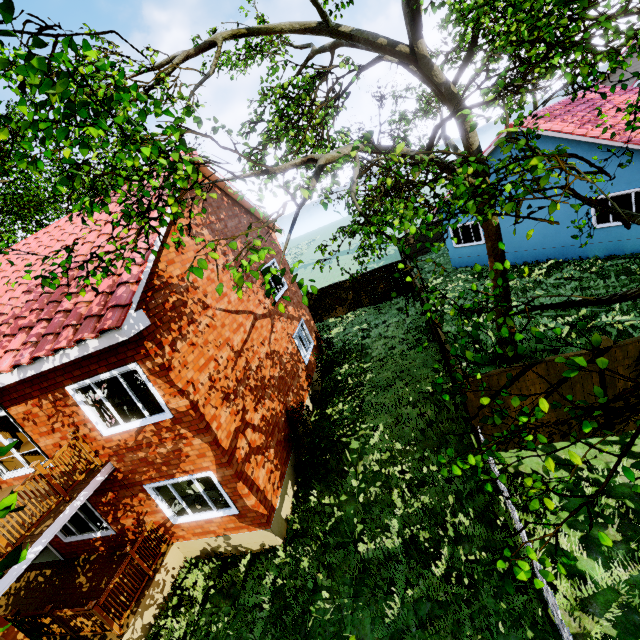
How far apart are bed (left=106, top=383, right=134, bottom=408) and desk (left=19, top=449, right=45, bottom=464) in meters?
1.4 m

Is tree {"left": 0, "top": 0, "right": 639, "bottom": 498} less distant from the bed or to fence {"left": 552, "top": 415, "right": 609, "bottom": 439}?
fence {"left": 552, "top": 415, "right": 609, "bottom": 439}

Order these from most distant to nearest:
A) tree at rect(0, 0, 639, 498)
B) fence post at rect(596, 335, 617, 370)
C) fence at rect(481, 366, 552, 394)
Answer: fence at rect(481, 366, 552, 394), fence post at rect(596, 335, 617, 370), tree at rect(0, 0, 639, 498)

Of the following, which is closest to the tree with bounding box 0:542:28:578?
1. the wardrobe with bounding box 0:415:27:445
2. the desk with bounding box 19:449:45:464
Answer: the desk with bounding box 19:449:45:464

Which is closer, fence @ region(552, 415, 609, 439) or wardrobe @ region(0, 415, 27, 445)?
fence @ region(552, 415, 609, 439)

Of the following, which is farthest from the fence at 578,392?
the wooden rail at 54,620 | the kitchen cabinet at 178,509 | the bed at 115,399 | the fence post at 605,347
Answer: the bed at 115,399

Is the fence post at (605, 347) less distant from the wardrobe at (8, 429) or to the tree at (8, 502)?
the tree at (8, 502)

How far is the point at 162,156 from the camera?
3.8m
